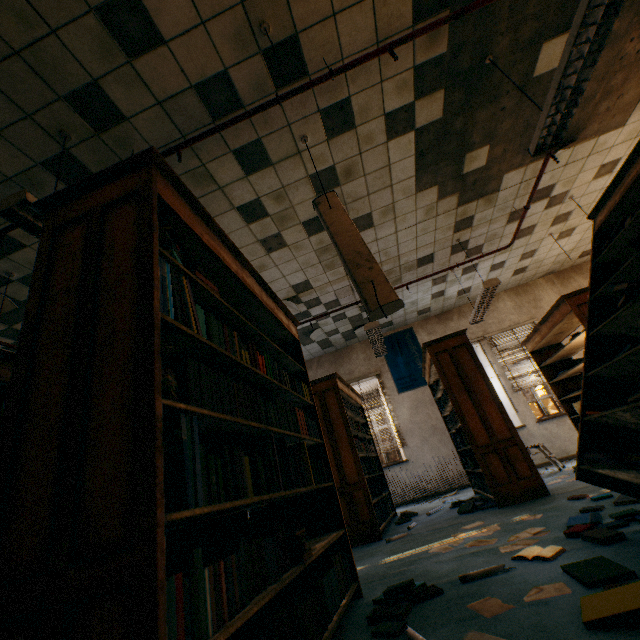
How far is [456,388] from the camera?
4.47m

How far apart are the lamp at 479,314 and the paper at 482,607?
4.35m

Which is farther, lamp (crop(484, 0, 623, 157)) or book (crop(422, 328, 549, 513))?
book (crop(422, 328, 549, 513))

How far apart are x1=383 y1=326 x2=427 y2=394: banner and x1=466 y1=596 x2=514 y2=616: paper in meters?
6.5

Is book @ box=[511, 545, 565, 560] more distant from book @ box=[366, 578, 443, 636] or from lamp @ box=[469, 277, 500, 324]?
→ lamp @ box=[469, 277, 500, 324]

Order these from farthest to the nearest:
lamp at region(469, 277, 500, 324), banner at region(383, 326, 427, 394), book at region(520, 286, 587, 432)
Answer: banner at region(383, 326, 427, 394)
lamp at region(469, 277, 500, 324)
book at region(520, 286, 587, 432)

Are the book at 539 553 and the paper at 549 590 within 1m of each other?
yes

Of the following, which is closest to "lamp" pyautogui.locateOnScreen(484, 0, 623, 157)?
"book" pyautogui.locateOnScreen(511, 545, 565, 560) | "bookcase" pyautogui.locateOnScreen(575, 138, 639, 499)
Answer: "bookcase" pyautogui.locateOnScreen(575, 138, 639, 499)
